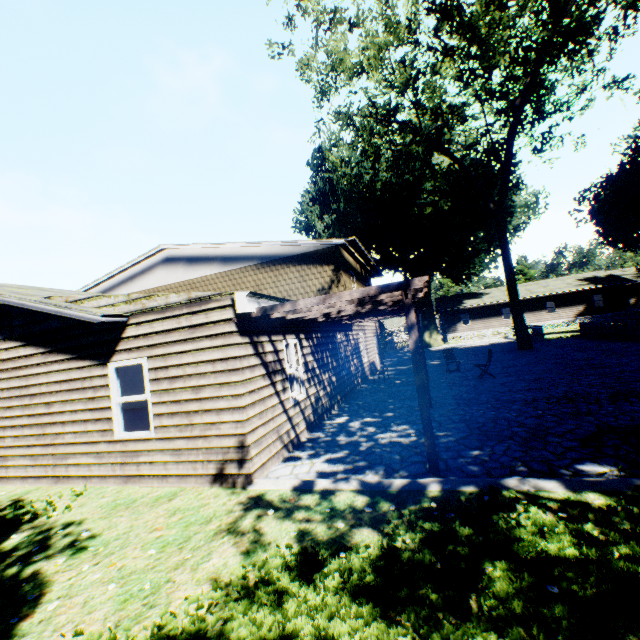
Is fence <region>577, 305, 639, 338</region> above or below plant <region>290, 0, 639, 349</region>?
below

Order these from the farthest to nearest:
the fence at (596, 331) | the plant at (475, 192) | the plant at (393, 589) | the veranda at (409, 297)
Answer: the fence at (596, 331)
the plant at (475, 192)
the veranda at (409, 297)
the plant at (393, 589)

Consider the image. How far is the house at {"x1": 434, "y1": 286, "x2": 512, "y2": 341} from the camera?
42.2 meters

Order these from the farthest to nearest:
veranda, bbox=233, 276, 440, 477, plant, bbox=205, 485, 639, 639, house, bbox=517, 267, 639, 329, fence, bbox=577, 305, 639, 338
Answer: house, bbox=517, 267, 639, 329 < fence, bbox=577, 305, 639, 338 < veranda, bbox=233, 276, 440, 477 < plant, bbox=205, 485, 639, 639

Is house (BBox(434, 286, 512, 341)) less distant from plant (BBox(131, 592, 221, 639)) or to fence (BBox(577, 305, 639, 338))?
fence (BBox(577, 305, 639, 338))

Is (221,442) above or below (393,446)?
above

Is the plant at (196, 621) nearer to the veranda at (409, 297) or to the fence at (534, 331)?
the fence at (534, 331)

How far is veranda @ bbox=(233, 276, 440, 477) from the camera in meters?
5.1 m
